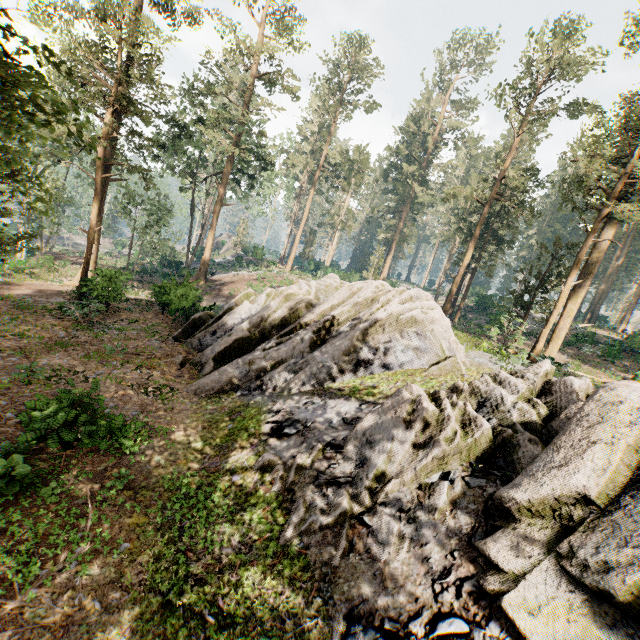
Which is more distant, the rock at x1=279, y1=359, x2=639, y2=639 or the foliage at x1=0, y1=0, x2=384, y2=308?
the foliage at x1=0, y1=0, x2=384, y2=308

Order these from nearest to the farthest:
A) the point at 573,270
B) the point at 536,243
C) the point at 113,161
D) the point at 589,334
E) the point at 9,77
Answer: the point at 9,77
the point at 573,270
the point at 113,161
the point at 536,243
the point at 589,334

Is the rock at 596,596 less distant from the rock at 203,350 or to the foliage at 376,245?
the rock at 203,350

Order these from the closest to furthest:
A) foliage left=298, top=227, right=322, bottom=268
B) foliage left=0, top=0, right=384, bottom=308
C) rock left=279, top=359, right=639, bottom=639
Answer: rock left=279, top=359, right=639, bottom=639
foliage left=0, top=0, right=384, bottom=308
foliage left=298, top=227, right=322, bottom=268

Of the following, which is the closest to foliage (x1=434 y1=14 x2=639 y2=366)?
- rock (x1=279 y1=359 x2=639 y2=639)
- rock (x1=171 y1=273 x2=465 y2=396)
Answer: rock (x1=171 y1=273 x2=465 y2=396)

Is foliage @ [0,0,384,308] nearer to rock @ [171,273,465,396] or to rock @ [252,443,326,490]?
rock @ [171,273,465,396]
